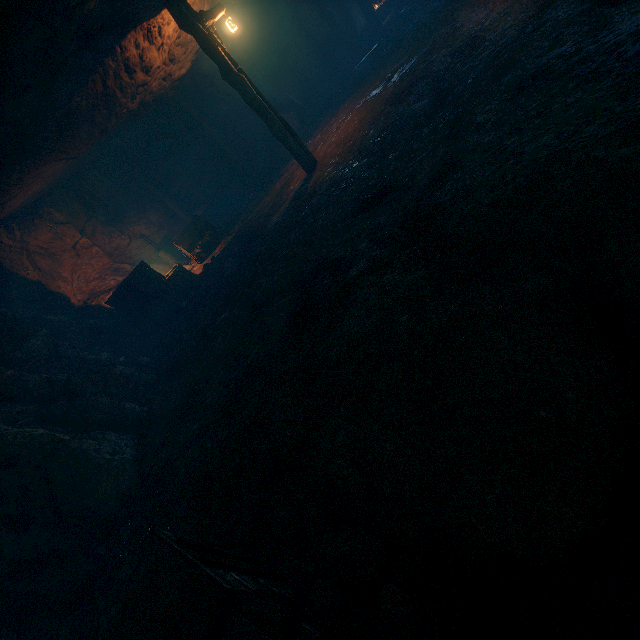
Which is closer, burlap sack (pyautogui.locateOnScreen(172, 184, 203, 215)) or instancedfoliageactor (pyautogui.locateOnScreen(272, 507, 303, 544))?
instancedfoliageactor (pyautogui.locateOnScreen(272, 507, 303, 544))

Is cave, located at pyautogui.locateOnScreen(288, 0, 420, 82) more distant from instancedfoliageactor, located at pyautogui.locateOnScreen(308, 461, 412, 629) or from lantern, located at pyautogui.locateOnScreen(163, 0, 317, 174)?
instancedfoliageactor, located at pyautogui.locateOnScreen(308, 461, 412, 629)

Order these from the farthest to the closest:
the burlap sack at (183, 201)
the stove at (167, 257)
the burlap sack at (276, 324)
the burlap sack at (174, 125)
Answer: the burlap sack at (183, 201) < the stove at (167, 257) < the burlap sack at (174, 125) < the burlap sack at (276, 324)

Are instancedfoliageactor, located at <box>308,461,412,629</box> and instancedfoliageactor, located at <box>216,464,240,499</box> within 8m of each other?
yes

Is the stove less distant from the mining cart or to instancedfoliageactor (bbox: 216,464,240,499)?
the mining cart

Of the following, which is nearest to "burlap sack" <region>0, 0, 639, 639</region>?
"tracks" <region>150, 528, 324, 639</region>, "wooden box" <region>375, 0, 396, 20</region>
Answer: "tracks" <region>150, 528, 324, 639</region>

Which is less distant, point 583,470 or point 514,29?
point 583,470

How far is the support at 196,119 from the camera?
12.62m
